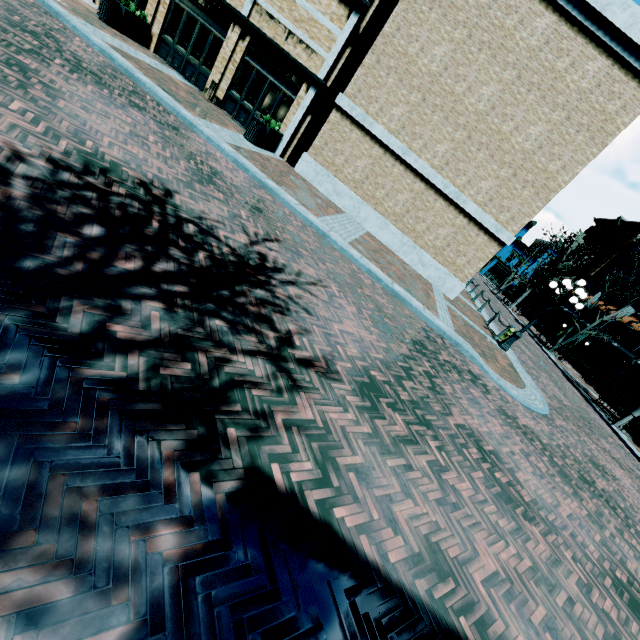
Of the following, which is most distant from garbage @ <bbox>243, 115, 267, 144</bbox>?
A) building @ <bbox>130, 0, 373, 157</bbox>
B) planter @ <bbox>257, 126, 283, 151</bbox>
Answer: building @ <bbox>130, 0, 373, 157</bbox>

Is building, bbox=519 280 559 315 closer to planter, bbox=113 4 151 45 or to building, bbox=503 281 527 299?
planter, bbox=113 4 151 45

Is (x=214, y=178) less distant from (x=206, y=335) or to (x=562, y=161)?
(x=206, y=335)

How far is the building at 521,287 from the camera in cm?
4831

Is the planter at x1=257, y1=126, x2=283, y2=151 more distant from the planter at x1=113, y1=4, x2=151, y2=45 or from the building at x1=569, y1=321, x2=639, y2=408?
the planter at x1=113, y1=4, x2=151, y2=45

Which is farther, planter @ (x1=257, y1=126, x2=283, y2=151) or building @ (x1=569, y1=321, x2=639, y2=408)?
building @ (x1=569, y1=321, x2=639, y2=408)

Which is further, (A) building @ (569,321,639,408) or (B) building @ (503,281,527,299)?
(B) building @ (503,281,527,299)

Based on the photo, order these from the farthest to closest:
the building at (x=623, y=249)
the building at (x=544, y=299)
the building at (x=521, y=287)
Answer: the building at (x=521, y=287) → the building at (x=544, y=299) → the building at (x=623, y=249)
